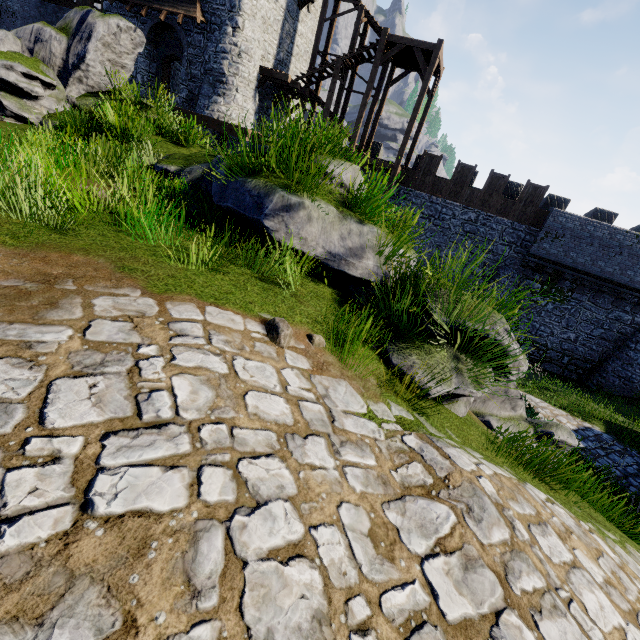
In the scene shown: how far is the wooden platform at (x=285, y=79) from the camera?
18.5m

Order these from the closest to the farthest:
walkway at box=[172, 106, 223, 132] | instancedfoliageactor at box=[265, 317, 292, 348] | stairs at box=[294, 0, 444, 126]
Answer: instancedfoliageactor at box=[265, 317, 292, 348]
walkway at box=[172, 106, 223, 132]
stairs at box=[294, 0, 444, 126]

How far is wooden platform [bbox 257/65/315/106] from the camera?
18.5 meters

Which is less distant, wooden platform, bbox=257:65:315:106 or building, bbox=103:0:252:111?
building, bbox=103:0:252:111

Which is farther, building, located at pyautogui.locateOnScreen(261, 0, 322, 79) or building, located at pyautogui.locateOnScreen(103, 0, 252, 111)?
building, located at pyautogui.locateOnScreen(261, 0, 322, 79)

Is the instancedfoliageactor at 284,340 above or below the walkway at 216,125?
below

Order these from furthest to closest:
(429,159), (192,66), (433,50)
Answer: (429,159)
(192,66)
(433,50)

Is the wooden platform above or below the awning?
below
